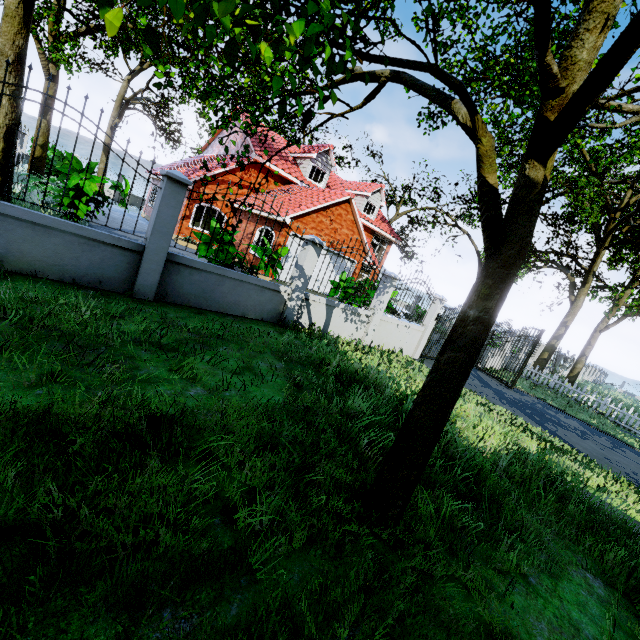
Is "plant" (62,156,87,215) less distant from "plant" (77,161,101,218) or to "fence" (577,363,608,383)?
"plant" (77,161,101,218)

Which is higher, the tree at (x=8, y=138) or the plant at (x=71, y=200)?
the tree at (x=8, y=138)

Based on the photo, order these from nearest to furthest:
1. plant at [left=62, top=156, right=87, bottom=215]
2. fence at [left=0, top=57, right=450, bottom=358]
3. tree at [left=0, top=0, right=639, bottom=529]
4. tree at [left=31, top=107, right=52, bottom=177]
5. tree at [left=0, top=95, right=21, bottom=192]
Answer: tree at [left=0, top=0, right=639, bottom=529] → fence at [left=0, top=57, right=450, bottom=358] → tree at [left=0, top=95, right=21, bottom=192] → plant at [left=62, top=156, right=87, bottom=215] → tree at [left=31, top=107, right=52, bottom=177]

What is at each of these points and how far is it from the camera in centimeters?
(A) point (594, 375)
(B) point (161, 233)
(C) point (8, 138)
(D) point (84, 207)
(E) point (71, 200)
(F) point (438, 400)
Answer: (A) fence, 4275cm
(B) fence, 562cm
(C) tree, 796cm
(D) plant, 995cm
(E) plant, 976cm
(F) tree, 252cm

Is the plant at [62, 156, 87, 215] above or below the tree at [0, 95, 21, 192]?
below

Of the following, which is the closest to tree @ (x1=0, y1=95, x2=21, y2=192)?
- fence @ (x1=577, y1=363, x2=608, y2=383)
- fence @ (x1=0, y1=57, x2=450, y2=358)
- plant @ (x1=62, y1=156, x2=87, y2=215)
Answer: fence @ (x1=0, y1=57, x2=450, y2=358)

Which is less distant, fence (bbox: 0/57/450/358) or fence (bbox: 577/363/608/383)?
fence (bbox: 0/57/450/358)

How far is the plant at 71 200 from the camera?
9.3m
